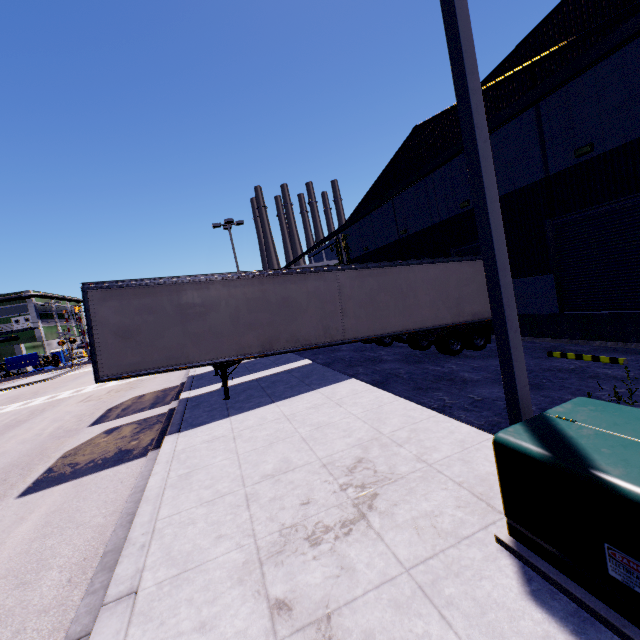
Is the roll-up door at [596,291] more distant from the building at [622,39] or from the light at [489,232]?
the light at [489,232]

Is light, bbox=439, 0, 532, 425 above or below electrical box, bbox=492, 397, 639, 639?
above

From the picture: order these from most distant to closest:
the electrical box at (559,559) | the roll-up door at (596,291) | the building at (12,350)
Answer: the building at (12,350) → the roll-up door at (596,291) → the electrical box at (559,559)

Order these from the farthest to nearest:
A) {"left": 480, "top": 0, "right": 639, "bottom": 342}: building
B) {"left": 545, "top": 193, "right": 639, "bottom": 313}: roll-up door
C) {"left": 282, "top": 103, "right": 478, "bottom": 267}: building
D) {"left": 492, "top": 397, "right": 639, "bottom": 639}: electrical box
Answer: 1. {"left": 282, "top": 103, "right": 478, "bottom": 267}: building
2. {"left": 545, "top": 193, "right": 639, "bottom": 313}: roll-up door
3. {"left": 480, "top": 0, "right": 639, "bottom": 342}: building
4. {"left": 492, "top": 397, "right": 639, "bottom": 639}: electrical box

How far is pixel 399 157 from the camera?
18.7m

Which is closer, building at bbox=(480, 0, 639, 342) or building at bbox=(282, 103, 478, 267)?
building at bbox=(480, 0, 639, 342)

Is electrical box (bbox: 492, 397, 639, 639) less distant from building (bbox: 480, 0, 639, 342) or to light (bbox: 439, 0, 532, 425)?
light (bbox: 439, 0, 532, 425)

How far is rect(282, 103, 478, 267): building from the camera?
14.4 meters
